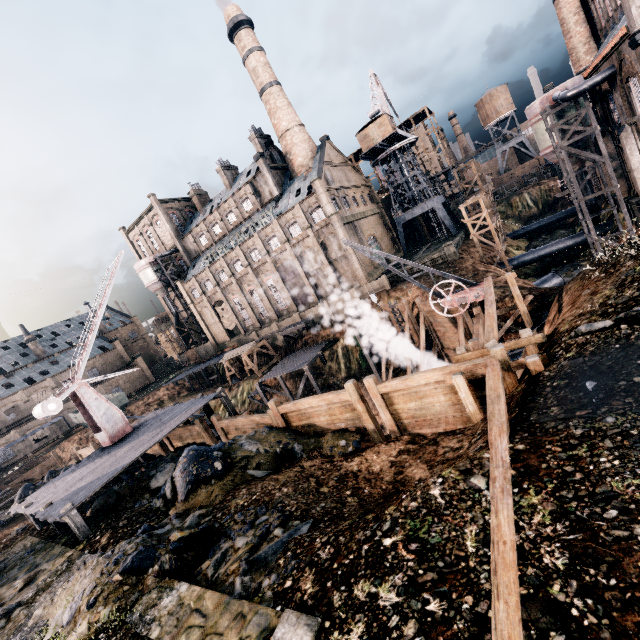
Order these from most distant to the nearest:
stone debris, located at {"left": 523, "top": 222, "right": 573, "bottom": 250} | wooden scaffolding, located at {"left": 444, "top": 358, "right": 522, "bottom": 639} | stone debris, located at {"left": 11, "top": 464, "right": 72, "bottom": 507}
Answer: stone debris, located at {"left": 523, "top": 222, "right": 573, "bottom": 250} < stone debris, located at {"left": 11, "top": 464, "right": 72, "bottom": 507} < wooden scaffolding, located at {"left": 444, "top": 358, "right": 522, "bottom": 639}

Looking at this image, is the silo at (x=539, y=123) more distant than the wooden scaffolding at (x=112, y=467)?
Yes

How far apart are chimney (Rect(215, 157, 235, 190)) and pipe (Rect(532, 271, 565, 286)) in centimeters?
4986cm

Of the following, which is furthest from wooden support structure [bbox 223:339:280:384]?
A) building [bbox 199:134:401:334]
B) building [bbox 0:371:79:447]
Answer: building [bbox 0:371:79:447]

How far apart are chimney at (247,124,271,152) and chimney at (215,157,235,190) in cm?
755

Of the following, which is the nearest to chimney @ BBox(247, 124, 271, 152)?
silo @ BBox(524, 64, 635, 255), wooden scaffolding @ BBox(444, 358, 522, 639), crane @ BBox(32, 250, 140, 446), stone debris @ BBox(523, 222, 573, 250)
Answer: crane @ BBox(32, 250, 140, 446)

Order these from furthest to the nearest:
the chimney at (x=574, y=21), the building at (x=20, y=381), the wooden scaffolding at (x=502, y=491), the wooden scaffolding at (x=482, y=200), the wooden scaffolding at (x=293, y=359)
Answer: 1. the building at (x=20, y=381)
2. the chimney at (x=574, y=21)
3. the wooden scaffolding at (x=293, y=359)
4. the wooden scaffolding at (x=482, y=200)
5. the wooden scaffolding at (x=502, y=491)

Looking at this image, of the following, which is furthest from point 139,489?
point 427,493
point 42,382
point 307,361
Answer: point 42,382
